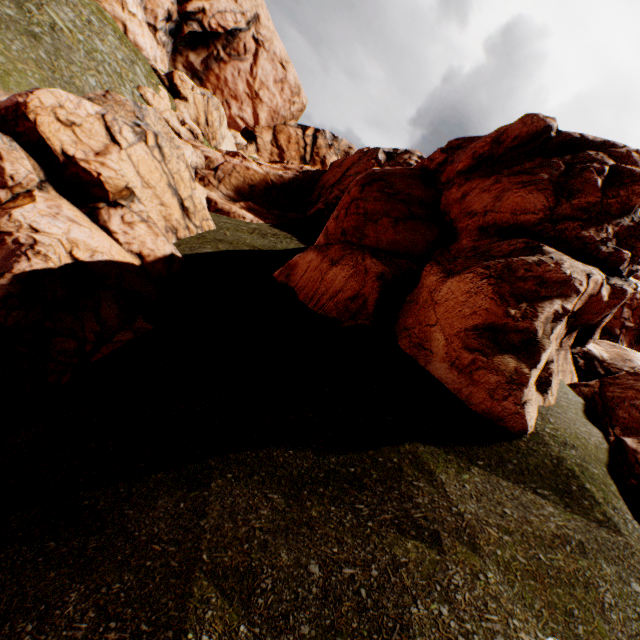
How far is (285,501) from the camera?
4.08m
